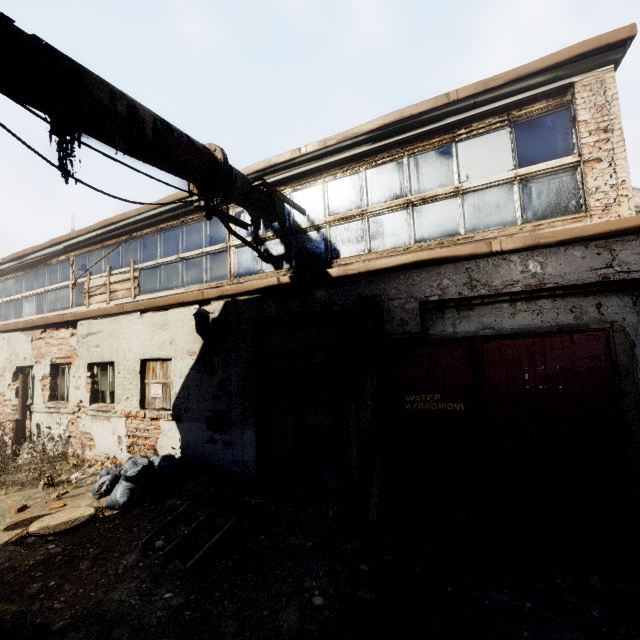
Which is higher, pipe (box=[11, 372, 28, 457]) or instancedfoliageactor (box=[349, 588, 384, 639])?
pipe (box=[11, 372, 28, 457])

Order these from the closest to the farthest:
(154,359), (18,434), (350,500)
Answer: (350,500) → (154,359) → (18,434)

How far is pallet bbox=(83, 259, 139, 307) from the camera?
8.2m

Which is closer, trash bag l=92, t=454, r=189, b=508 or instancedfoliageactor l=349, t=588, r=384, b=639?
instancedfoliageactor l=349, t=588, r=384, b=639

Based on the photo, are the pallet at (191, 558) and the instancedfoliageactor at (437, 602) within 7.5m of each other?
yes

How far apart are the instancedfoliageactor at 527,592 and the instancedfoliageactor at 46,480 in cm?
877

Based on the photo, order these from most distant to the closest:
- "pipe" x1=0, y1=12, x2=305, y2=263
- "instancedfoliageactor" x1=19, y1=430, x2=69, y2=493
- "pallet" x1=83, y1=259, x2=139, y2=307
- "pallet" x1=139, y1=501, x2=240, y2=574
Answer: "pallet" x1=83, y1=259, x2=139, y2=307 < "instancedfoliageactor" x1=19, y1=430, x2=69, y2=493 < "pallet" x1=139, y1=501, x2=240, y2=574 < "pipe" x1=0, y1=12, x2=305, y2=263

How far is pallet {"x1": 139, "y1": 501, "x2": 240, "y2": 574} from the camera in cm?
407
